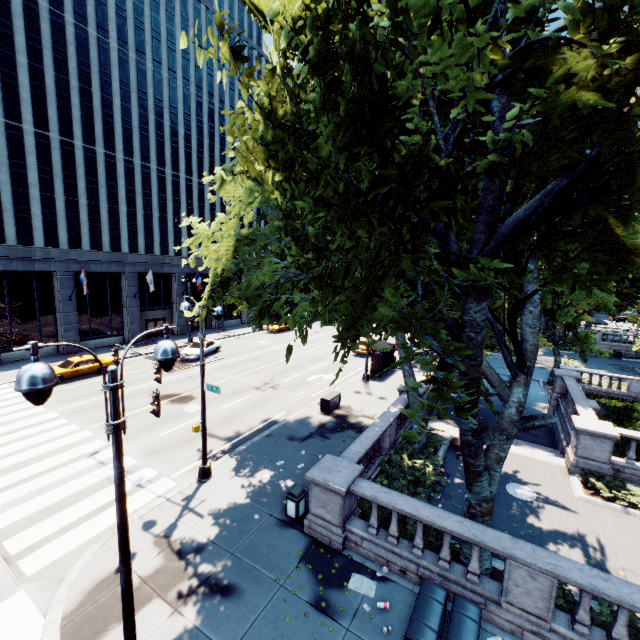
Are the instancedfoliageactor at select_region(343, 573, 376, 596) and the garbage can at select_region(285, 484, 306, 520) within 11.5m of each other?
yes

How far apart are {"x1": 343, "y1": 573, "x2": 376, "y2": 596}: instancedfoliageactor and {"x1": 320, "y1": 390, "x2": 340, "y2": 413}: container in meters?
10.3 m

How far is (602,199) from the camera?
5.18m

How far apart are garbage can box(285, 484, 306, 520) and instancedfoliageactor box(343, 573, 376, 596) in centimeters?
249cm

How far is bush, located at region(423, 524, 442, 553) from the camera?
9.7 meters

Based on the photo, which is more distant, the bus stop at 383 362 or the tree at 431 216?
the bus stop at 383 362

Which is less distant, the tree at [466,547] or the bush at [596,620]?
the bush at [596,620]
